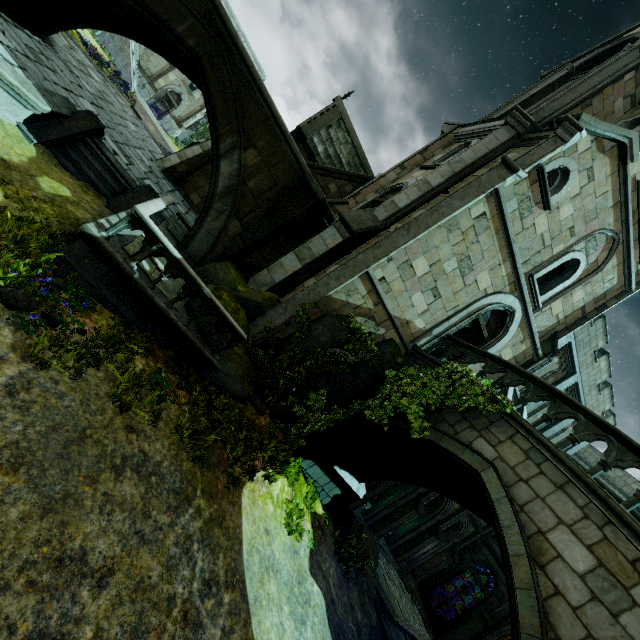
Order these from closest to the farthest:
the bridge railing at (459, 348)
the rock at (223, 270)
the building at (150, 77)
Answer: the bridge railing at (459, 348) < the rock at (223, 270) < the building at (150, 77)

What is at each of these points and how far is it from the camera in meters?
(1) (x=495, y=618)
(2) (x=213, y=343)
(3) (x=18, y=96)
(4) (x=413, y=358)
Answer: (1) stone column, 17.1 m
(2) rock, 8.1 m
(3) wall trim, 7.1 m
(4) bridge, 10.8 m

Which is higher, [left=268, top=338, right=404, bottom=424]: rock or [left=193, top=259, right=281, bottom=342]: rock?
[left=268, top=338, right=404, bottom=424]: rock

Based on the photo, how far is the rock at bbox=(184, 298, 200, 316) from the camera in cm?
801

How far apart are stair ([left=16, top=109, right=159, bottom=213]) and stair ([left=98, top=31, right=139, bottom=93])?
29.2 meters

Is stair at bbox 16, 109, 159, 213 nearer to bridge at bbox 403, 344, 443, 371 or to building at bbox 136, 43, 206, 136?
building at bbox 136, 43, 206, 136

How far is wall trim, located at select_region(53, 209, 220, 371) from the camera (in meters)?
6.34

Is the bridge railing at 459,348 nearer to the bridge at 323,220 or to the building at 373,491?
the building at 373,491
